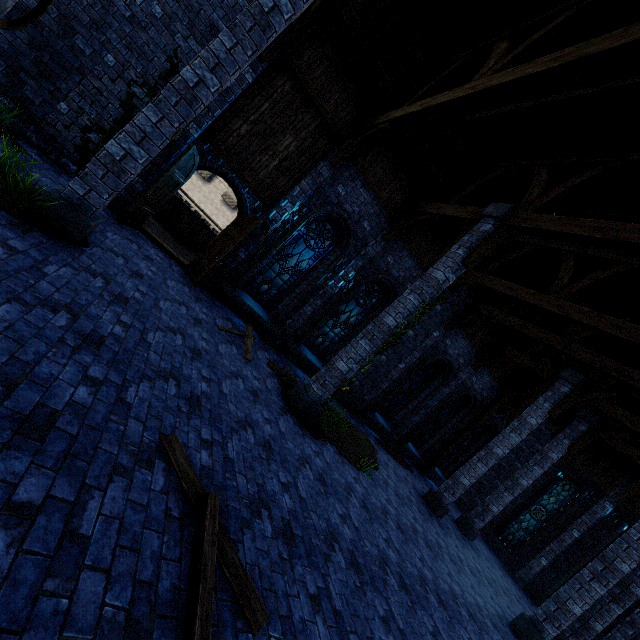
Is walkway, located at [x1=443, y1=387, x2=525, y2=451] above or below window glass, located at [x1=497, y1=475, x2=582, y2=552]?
above

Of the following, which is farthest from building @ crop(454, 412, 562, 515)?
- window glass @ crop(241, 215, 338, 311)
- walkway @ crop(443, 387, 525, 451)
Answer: window glass @ crop(241, 215, 338, 311)

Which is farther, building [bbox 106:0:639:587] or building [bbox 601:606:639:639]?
building [bbox 601:606:639:639]

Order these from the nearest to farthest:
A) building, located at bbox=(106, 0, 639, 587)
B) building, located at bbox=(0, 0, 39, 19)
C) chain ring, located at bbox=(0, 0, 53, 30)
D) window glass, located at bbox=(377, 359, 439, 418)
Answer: chain ring, located at bbox=(0, 0, 53, 30)
building, located at bbox=(106, 0, 639, 587)
building, located at bbox=(0, 0, 39, 19)
window glass, located at bbox=(377, 359, 439, 418)

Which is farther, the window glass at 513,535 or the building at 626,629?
the window glass at 513,535

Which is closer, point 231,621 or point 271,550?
point 231,621

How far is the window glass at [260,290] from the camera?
10.4 meters

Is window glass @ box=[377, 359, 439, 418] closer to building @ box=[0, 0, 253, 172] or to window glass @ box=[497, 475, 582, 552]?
building @ box=[0, 0, 253, 172]
